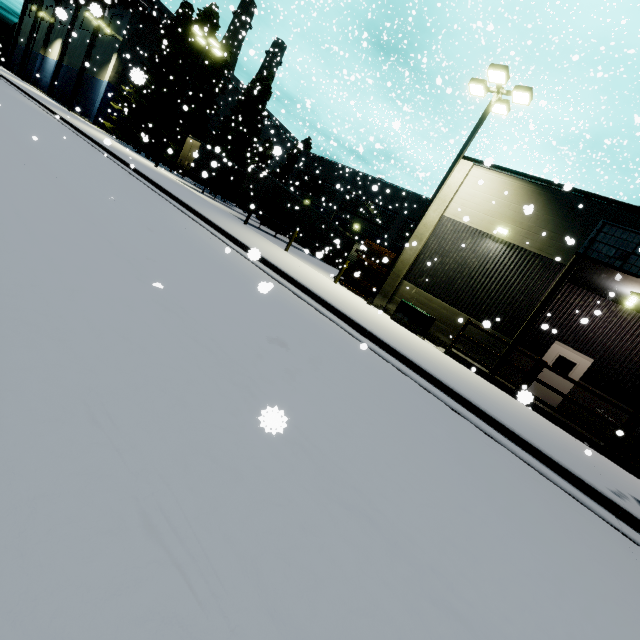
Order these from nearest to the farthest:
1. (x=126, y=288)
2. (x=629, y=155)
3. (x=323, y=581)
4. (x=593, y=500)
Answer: (x=323, y=581) → (x=126, y=288) → (x=593, y=500) → (x=629, y=155)

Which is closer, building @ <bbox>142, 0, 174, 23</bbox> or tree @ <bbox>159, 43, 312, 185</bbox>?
tree @ <bbox>159, 43, 312, 185</bbox>

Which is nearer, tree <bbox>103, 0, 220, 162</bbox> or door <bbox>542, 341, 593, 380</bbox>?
door <bbox>542, 341, 593, 380</bbox>

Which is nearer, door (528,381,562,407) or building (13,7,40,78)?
door (528,381,562,407)

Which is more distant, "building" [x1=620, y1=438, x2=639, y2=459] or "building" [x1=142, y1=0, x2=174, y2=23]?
"building" [x1=142, y1=0, x2=174, y2=23]

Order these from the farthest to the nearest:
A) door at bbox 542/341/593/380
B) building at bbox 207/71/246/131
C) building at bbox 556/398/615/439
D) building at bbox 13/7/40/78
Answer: building at bbox 13/7/40/78 → building at bbox 207/71/246/131 → door at bbox 542/341/593/380 → building at bbox 556/398/615/439

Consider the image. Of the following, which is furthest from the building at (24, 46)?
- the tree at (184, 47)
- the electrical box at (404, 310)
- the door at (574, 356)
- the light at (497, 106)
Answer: the tree at (184, 47)

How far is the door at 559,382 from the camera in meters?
13.7
